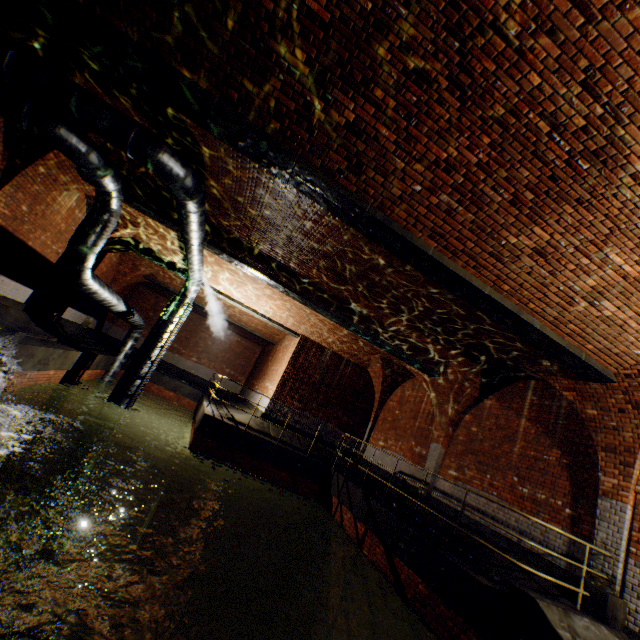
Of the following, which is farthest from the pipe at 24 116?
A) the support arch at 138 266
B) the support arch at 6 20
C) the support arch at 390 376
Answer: the support arch at 390 376

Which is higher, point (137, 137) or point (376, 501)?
point (137, 137)

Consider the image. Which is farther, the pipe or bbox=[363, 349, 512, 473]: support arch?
bbox=[363, 349, 512, 473]: support arch

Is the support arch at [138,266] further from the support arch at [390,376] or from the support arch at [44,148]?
the support arch at [390,376]

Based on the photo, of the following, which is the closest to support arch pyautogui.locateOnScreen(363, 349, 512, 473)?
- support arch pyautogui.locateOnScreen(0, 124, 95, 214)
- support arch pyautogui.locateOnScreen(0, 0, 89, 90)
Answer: support arch pyautogui.locateOnScreen(0, 0, 89, 90)

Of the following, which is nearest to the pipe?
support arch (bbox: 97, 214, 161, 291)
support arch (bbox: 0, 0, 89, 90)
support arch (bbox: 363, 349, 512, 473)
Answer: support arch (bbox: 0, 0, 89, 90)

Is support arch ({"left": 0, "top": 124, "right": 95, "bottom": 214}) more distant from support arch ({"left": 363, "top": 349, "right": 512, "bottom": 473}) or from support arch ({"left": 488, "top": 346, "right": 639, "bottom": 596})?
support arch ({"left": 363, "top": 349, "right": 512, "bottom": 473})

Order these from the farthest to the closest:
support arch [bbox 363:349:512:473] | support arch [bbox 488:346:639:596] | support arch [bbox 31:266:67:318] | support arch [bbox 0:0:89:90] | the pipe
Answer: support arch [bbox 31:266:67:318] < support arch [bbox 363:349:512:473] < support arch [bbox 488:346:639:596] < the pipe < support arch [bbox 0:0:89:90]
